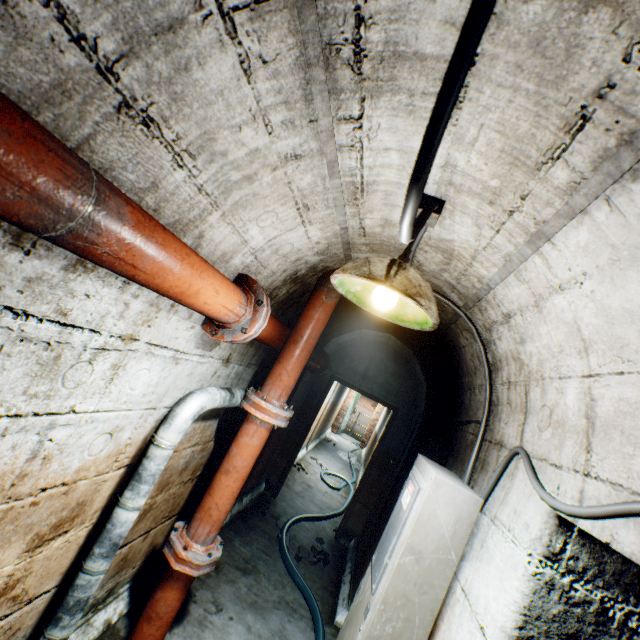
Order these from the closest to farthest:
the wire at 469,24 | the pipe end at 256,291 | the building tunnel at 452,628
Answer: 1. the wire at 469,24
2. the building tunnel at 452,628
3. the pipe end at 256,291

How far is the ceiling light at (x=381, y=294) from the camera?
1.14m

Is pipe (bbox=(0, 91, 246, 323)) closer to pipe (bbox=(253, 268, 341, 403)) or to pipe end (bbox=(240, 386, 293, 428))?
pipe (bbox=(253, 268, 341, 403))

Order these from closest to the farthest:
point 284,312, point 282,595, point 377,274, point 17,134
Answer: point 17,134
point 377,274
point 284,312
point 282,595

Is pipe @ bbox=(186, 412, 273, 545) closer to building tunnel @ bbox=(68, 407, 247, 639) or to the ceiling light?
building tunnel @ bbox=(68, 407, 247, 639)

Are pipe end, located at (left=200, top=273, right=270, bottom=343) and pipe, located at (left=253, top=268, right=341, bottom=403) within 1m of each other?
yes

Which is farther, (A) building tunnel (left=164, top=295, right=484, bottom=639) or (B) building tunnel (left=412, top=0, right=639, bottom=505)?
(A) building tunnel (left=164, top=295, right=484, bottom=639)

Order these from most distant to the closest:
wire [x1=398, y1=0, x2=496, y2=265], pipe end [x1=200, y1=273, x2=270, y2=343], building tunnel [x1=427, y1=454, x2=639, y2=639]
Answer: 1. pipe end [x1=200, y1=273, x2=270, y2=343]
2. building tunnel [x1=427, y1=454, x2=639, y2=639]
3. wire [x1=398, y1=0, x2=496, y2=265]
